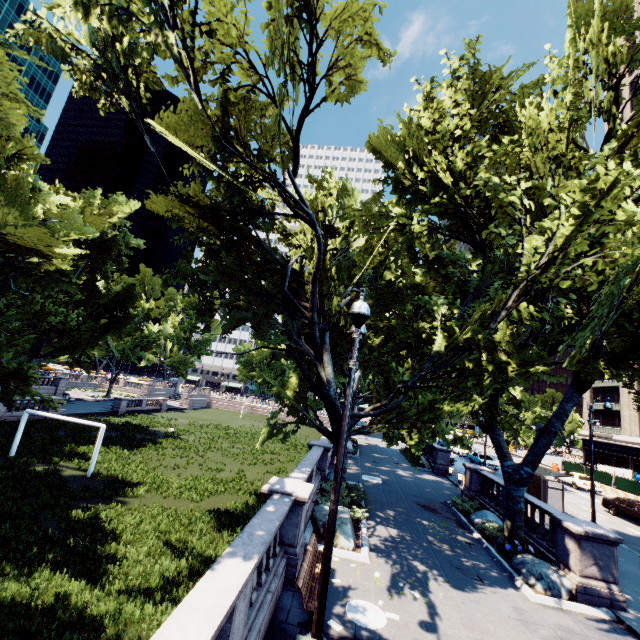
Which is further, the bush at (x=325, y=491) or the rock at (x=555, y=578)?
the bush at (x=325, y=491)

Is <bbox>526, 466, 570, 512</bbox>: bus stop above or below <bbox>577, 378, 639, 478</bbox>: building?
below

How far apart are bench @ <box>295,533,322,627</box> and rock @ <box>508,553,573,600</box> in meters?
6.9 m

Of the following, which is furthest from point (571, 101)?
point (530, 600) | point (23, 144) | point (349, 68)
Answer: point (23, 144)

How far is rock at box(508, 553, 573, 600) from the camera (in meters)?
10.41

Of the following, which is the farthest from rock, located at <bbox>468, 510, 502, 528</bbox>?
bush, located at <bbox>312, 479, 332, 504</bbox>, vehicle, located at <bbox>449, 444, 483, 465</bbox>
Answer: vehicle, located at <bbox>449, 444, 483, 465</bbox>

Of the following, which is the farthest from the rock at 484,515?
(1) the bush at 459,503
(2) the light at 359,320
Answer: (2) the light at 359,320

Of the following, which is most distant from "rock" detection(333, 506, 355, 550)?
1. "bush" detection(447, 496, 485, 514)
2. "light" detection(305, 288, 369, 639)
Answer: "bush" detection(447, 496, 485, 514)
